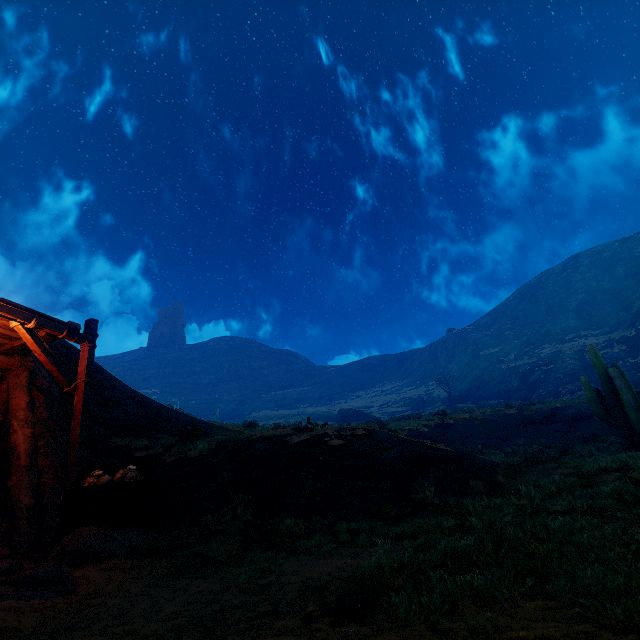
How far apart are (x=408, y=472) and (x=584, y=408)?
18.5 meters

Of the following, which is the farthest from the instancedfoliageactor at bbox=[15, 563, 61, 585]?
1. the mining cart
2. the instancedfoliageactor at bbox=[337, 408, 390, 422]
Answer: the instancedfoliageactor at bbox=[337, 408, 390, 422]

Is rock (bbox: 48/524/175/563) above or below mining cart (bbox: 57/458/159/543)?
below

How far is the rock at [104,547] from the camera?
5.1 meters

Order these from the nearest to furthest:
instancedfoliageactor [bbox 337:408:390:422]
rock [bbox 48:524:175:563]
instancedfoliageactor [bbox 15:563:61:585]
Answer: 1. instancedfoliageactor [bbox 15:563:61:585]
2. rock [bbox 48:524:175:563]
3. instancedfoliageactor [bbox 337:408:390:422]

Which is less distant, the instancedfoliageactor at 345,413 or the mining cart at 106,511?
the mining cart at 106,511

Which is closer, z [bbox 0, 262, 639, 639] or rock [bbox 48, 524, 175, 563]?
z [bbox 0, 262, 639, 639]

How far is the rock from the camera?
5.1m
